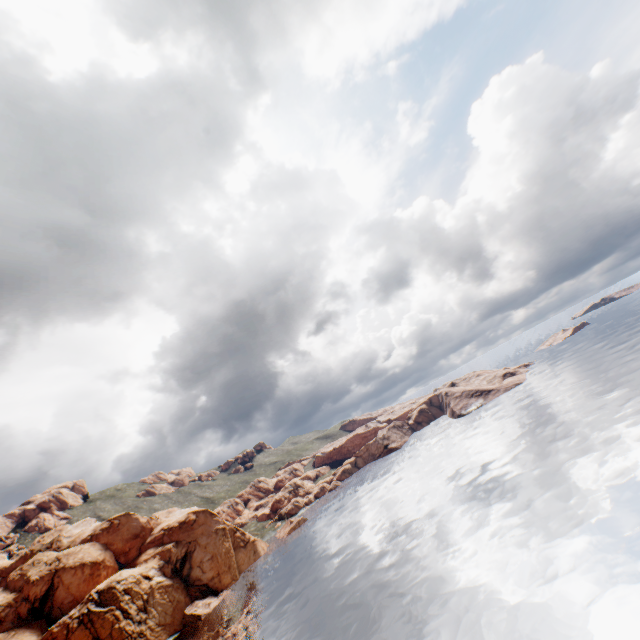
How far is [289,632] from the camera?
44.6m
